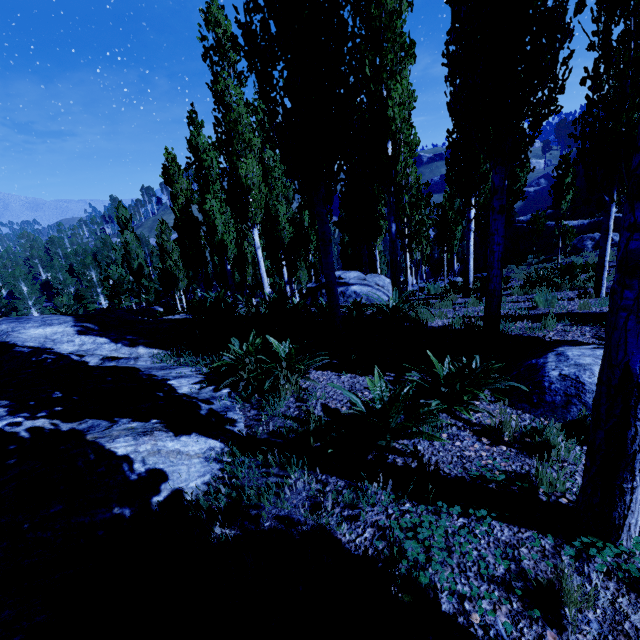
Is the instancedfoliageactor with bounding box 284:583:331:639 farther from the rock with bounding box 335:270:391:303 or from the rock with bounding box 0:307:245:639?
the rock with bounding box 335:270:391:303

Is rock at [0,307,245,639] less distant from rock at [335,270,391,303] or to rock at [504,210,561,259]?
rock at [335,270,391,303]

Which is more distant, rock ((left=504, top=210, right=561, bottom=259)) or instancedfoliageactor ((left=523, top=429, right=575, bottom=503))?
rock ((left=504, top=210, right=561, bottom=259))

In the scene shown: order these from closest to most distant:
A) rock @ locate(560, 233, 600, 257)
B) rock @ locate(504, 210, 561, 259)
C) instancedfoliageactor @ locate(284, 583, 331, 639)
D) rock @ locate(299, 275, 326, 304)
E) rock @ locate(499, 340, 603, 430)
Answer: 1. instancedfoliageactor @ locate(284, 583, 331, 639)
2. rock @ locate(499, 340, 603, 430)
3. rock @ locate(299, 275, 326, 304)
4. rock @ locate(560, 233, 600, 257)
5. rock @ locate(504, 210, 561, 259)

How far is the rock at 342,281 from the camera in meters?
11.7

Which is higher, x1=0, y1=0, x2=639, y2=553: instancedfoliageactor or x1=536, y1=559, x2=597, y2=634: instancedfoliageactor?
x1=536, y1=559, x2=597, y2=634: instancedfoliageactor

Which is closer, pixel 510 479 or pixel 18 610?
pixel 18 610

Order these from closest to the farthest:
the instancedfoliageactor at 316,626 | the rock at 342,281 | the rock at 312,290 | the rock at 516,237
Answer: the instancedfoliageactor at 316,626 → the rock at 342,281 → the rock at 312,290 → the rock at 516,237
